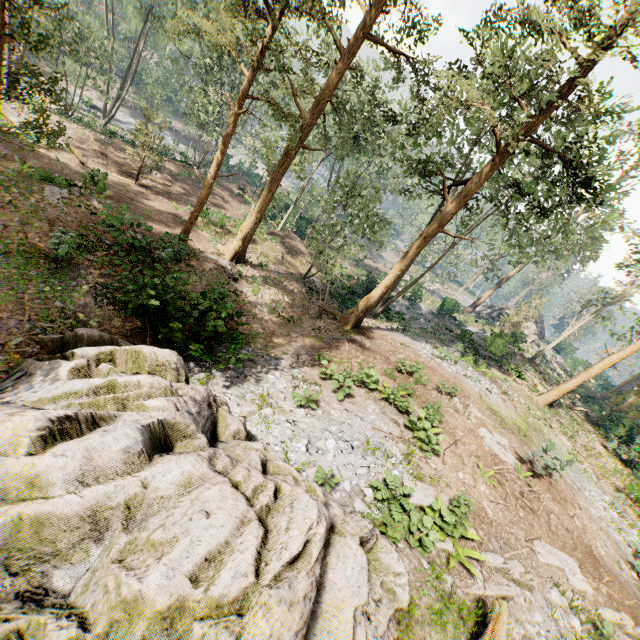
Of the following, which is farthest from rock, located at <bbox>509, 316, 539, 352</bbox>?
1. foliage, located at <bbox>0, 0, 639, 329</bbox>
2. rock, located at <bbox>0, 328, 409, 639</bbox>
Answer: rock, located at <bbox>0, 328, 409, 639</bbox>

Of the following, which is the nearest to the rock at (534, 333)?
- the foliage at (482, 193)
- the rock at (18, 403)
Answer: the foliage at (482, 193)

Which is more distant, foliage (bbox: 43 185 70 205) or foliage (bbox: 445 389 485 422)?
foliage (bbox: 43 185 70 205)

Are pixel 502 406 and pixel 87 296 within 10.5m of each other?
no

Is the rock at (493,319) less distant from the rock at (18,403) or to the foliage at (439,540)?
the foliage at (439,540)

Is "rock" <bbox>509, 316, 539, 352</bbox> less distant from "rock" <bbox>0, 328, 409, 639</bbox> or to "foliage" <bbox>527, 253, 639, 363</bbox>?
"foliage" <bbox>527, 253, 639, 363</bbox>
